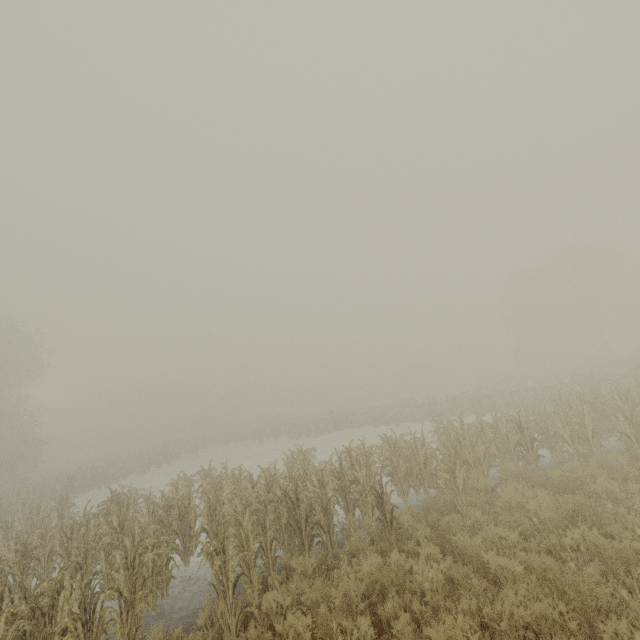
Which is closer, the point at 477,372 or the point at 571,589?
the point at 571,589
